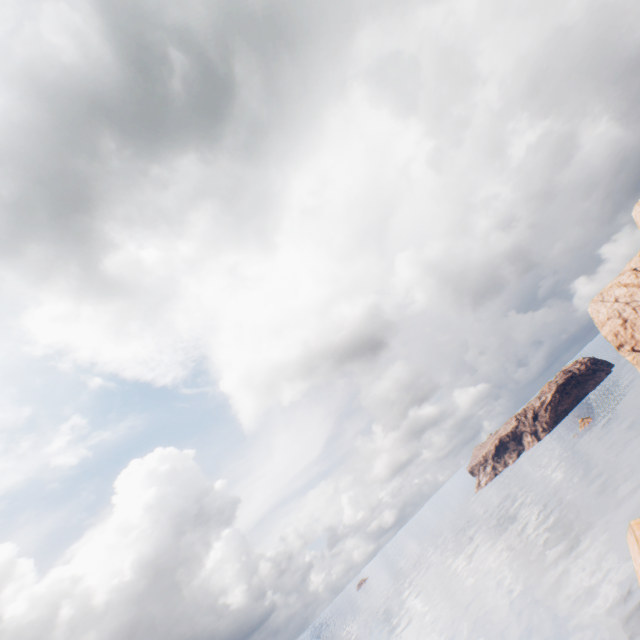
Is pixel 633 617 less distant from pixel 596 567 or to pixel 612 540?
pixel 596 567
